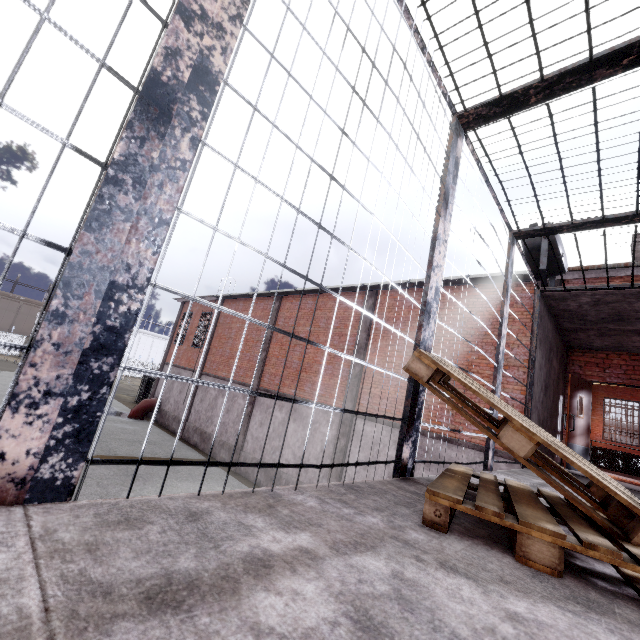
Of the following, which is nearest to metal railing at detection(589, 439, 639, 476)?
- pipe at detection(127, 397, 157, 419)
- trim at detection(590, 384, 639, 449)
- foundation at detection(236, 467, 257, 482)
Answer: trim at detection(590, 384, 639, 449)

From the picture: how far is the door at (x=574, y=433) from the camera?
7.2m

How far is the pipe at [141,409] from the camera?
21.5 meters

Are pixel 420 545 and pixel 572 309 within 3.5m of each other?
no

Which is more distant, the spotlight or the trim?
the trim

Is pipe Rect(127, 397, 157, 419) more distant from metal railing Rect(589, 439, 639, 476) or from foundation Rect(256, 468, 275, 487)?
metal railing Rect(589, 439, 639, 476)

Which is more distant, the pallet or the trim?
the trim

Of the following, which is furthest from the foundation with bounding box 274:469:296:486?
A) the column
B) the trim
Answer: the trim
